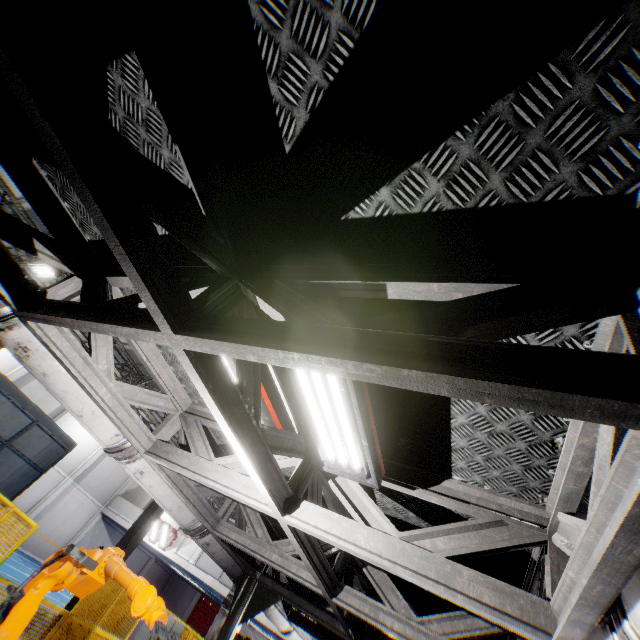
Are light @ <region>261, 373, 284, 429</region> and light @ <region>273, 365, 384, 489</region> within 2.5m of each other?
yes

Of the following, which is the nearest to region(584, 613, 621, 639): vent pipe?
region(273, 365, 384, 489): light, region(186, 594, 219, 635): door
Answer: region(273, 365, 384, 489): light

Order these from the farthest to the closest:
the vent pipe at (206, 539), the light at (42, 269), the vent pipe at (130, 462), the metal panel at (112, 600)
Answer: the light at (42, 269)
the metal panel at (112, 600)
the vent pipe at (206, 539)
the vent pipe at (130, 462)

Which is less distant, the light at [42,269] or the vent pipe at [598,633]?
the vent pipe at [598,633]

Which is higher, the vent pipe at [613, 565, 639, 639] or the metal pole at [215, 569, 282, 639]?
the vent pipe at [613, 565, 639, 639]

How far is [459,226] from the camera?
1.52m

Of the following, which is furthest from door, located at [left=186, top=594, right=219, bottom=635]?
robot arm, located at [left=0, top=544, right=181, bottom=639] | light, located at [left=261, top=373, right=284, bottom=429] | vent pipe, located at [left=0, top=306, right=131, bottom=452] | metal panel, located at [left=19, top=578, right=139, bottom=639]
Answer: light, located at [left=261, top=373, right=284, bottom=429]

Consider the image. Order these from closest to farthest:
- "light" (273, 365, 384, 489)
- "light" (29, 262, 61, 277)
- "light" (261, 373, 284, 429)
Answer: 1. "light" (273, 365, 384, 489)
2. "light" (261, 373, 284, 429)
3. "light" (29, 262, 61, 277)
